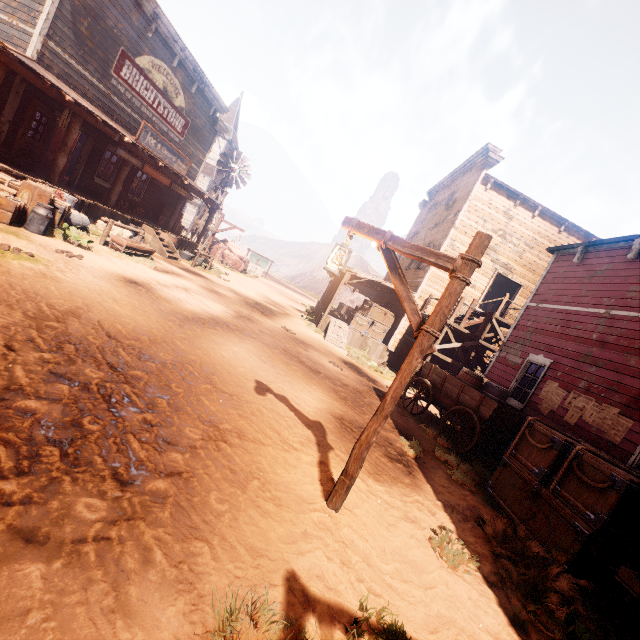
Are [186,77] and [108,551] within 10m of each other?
no

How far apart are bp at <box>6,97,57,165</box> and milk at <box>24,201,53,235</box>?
3.7m

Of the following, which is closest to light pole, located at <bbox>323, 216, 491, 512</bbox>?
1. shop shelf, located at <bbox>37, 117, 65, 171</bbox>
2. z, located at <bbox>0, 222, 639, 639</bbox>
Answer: z, located at <bbox>0, 222, 639, 639</bbox>

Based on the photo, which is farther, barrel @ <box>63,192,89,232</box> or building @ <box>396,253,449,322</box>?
building @ <box>396,253,449,322</box>

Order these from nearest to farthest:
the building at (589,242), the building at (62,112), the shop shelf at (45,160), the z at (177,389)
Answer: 1. the z at (177,389)
2. the building at (589,242)
3. the building at (62,112)
4. the shop shelf at (45,160)

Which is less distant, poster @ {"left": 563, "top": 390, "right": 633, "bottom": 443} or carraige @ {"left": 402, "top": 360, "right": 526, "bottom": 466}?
poster @ {"left": 563, "top": 390, "right": 633, "bottom": 443}

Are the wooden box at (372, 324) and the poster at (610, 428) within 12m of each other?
yes

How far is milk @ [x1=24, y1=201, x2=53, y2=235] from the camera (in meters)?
8.02
